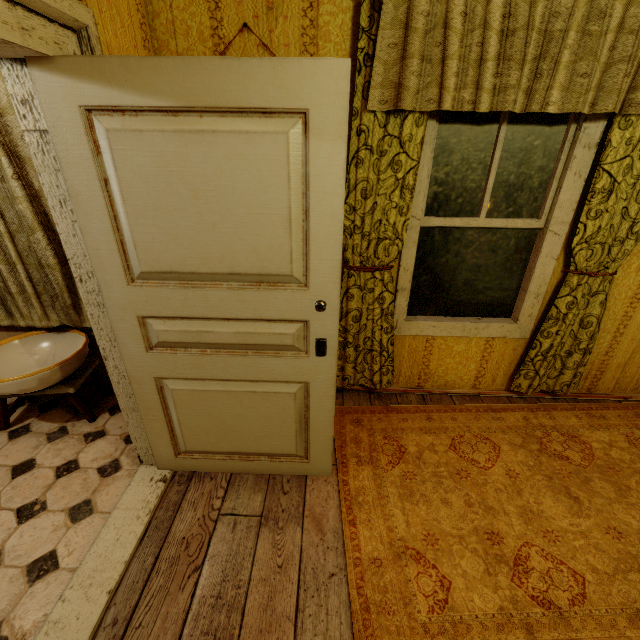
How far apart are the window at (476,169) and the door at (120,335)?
1.1m

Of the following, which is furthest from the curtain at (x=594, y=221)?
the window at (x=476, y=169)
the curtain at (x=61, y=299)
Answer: the curtain at (x=61, y=299)

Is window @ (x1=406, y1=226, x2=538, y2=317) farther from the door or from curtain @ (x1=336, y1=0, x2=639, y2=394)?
the door

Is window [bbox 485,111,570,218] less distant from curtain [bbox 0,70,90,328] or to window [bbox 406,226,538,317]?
window [bbox 406,226,538,317]

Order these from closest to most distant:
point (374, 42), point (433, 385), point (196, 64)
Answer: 1. point (196, 64)
2. point (374, 42)
3. point (433, 385)

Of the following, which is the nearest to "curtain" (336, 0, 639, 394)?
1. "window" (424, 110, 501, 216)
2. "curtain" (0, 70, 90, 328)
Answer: "window" (424, 110, 501, 216)

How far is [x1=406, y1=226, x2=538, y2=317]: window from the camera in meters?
2.3

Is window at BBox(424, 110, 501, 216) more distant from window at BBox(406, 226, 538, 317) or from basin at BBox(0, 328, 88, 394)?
basin at BBox(0, 328, 88, 394)
